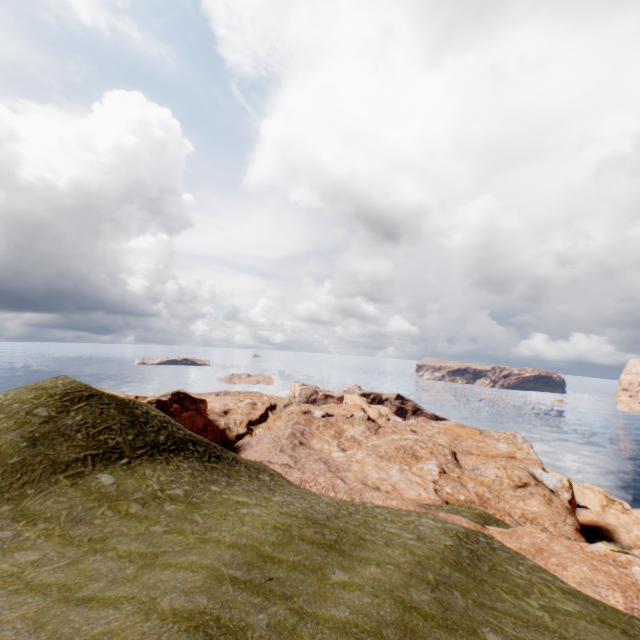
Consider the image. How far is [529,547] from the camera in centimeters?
2286cm
